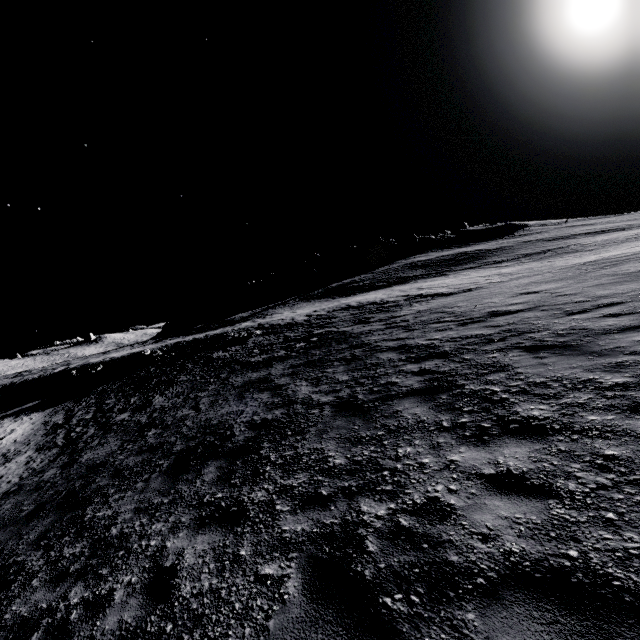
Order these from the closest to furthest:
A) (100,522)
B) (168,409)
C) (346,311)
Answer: (100,522), (168,409), (346,311)
